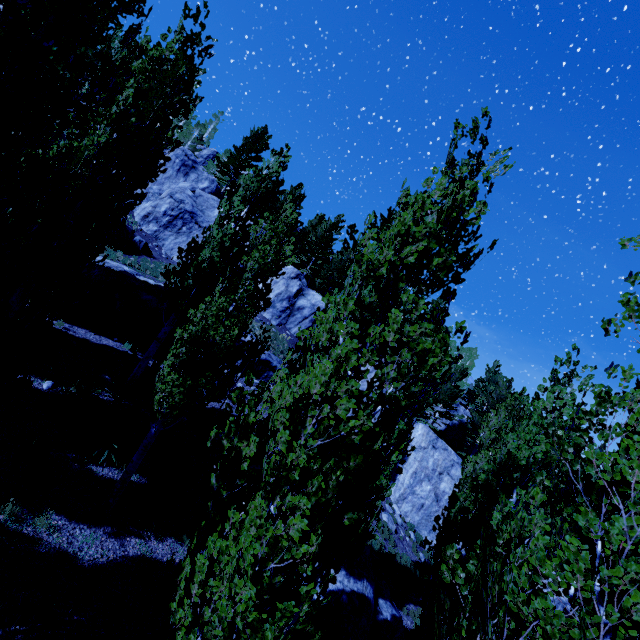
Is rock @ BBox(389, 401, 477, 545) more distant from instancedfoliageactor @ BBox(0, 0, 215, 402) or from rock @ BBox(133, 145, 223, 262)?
rock @ BBox(133, 145, 223, 262)

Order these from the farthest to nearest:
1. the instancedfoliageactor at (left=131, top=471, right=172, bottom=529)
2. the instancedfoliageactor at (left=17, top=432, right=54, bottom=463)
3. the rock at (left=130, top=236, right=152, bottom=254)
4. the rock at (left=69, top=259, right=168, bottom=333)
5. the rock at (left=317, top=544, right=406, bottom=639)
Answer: the rock at (left=130, top=236, right=152, bottom=254) < the rock at (left=69, top=259, right=168, bottom=333) < the rock at (left=317, top=544, right=406, bottom=639) < the instancedfoliageactor at (left=131, top=471, right=172, bottom=529) < the instancedfoliageactor at (left=17, top=432, right=54, bottom=463)

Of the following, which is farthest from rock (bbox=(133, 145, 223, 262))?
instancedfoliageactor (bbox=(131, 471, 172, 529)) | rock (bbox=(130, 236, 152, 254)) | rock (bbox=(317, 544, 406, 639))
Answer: instancedfoliageactor (bbox=(131, 471, 172, 529))

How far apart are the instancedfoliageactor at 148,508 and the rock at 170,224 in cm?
2688

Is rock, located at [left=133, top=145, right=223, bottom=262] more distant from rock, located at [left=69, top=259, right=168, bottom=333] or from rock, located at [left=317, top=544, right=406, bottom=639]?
rock, located at [left=317, top=544, right=406, bottom=639]

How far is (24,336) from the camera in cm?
475

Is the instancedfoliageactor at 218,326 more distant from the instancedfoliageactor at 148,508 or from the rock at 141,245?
the instancedfoliageactor at 148,508

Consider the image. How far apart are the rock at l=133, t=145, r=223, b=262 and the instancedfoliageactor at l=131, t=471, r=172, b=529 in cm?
2688
